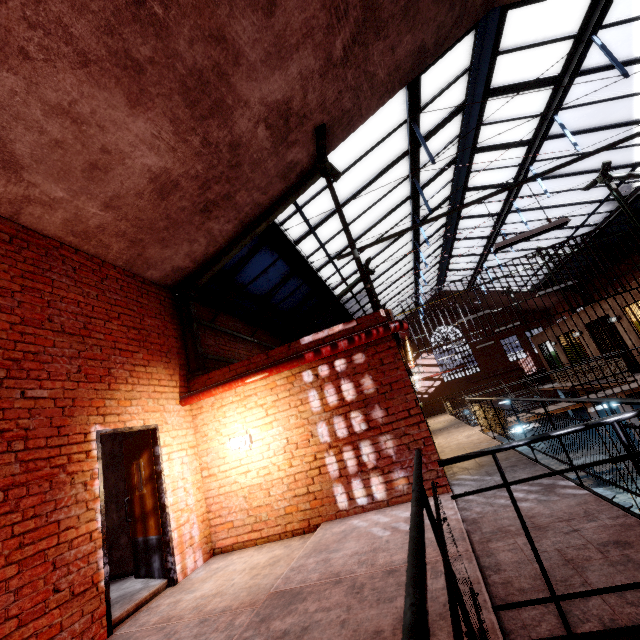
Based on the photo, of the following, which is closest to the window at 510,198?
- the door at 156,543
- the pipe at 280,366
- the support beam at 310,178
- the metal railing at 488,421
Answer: the support beam at 310,178

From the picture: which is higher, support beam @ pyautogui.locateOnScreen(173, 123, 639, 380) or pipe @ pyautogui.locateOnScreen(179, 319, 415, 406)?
support beam @ pyautogui.locateOnScreen(173, 123, 639, 380)

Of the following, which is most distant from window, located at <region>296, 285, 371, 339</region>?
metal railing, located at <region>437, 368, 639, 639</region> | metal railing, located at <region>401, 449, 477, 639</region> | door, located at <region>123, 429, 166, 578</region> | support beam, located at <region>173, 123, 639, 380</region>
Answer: metal railing, located at <region>401, 449, 477, 639</region>

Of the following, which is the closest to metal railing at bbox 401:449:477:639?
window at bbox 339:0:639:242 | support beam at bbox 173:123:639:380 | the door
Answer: support beam at bbox 173:123:639:380

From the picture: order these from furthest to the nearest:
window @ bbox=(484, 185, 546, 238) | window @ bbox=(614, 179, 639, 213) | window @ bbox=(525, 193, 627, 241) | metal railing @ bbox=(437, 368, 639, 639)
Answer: window @ bbox=(525, 193, 627, 241), window @ bbox=(484, 185, 546, 238), window @ bbox=(614, 179, 639, 213), metal railing @ bbox=(437, 368, 639, 639)

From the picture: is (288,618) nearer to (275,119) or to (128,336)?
(128,336)

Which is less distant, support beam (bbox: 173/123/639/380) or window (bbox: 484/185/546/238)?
support beam (bbox: 173/123/639/380)

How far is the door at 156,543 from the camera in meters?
4.7
